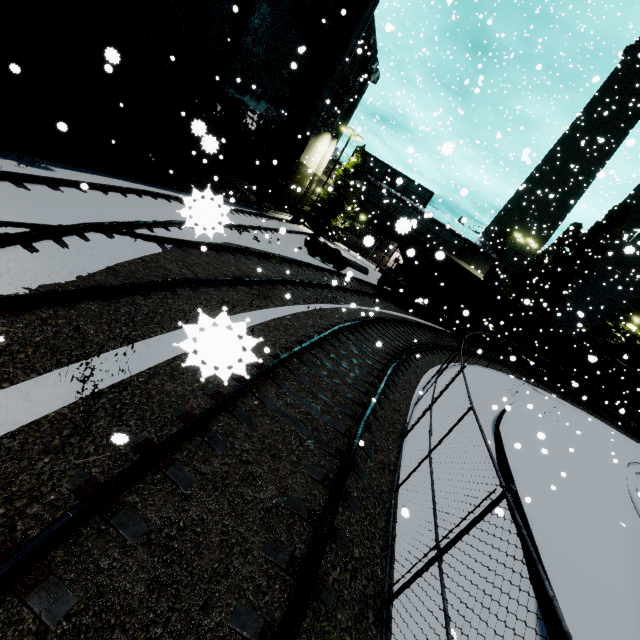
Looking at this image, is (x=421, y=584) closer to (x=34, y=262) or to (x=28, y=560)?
(x=28, y=560)

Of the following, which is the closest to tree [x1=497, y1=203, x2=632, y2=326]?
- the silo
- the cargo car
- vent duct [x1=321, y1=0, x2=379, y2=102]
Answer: the silo

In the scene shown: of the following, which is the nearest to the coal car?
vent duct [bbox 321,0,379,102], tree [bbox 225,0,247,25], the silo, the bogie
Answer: tree [bbox 225,0,247,25]

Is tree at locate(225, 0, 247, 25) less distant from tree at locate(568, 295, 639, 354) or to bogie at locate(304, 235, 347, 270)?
bogie at locate(304, 235, 347, 270)

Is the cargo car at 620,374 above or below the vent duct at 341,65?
below

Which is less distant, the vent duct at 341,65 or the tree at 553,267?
the vent duct at 341,65

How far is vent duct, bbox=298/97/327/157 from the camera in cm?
2198

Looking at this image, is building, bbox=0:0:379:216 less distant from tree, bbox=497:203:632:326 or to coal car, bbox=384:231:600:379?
coal car, bbox=384:231:600:379
